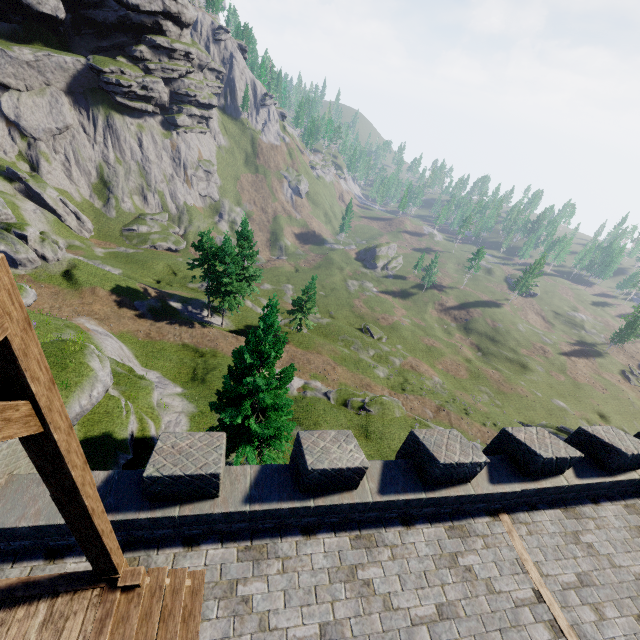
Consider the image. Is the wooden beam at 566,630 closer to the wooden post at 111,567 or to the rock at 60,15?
the wooden post at 111,567

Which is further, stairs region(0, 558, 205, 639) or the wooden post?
stairs region(0, 558, 205, 639)

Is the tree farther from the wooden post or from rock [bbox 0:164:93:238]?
rock [bbox 0:164:93:238]

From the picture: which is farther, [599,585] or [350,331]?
[350,331]

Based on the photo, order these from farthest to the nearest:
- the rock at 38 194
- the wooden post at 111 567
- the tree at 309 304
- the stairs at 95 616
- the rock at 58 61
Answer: the rock at 58 61, the rock at 38 194, the tree at 309 304, the stairs at 95 616, the wooden post at 111 567

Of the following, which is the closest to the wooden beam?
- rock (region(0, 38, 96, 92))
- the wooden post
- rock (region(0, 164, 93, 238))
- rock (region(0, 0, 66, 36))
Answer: the wooden post

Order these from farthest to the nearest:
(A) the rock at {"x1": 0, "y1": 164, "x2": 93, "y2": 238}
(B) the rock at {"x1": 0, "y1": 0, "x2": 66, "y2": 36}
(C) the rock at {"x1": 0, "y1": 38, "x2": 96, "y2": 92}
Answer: (C) the rock at {"x1": 0, "y1": 38, "x2": 96, "y2": 92}
(B) the rock at {"x1": 0, "y1": 0, "x2": 66, "y2": 36}
(A) the rock at {"x1": 0, "y1": 164, "x2": 93, "y2": 238}

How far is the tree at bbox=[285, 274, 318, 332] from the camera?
43.5 meters
